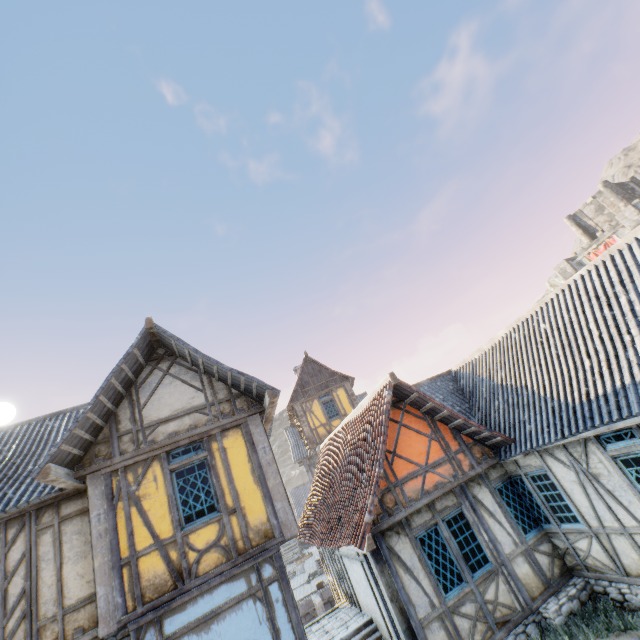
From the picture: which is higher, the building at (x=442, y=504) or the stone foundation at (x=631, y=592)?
the building at (x=442, y=504)

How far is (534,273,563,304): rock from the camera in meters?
41.5 m

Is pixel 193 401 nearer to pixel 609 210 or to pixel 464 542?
pixel 464 542

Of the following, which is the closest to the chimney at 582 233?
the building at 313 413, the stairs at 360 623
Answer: the building at 313 413

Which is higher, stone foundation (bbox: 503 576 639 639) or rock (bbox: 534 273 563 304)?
rock (bbox: 534 273 563 304)

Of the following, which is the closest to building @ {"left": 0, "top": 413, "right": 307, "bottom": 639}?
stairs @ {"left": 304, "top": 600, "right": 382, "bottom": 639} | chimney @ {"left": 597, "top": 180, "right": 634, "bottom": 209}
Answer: stairs @ {"left": 304, "top": 600, "right": 382, "bottom": 639}

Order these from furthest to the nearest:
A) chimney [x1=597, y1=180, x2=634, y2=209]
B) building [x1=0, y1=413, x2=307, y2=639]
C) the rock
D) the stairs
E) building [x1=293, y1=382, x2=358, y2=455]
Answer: the rock → chimney [x1=597, y1=180, x2=634, y2=209] → building [x1=293, y1=382, x2=358, y2=455] → the stairs → building [x1=0, y1=413, x2=307, y2=639]

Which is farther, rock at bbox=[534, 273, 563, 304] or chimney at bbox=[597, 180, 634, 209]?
rock at bbox=[534, 273, 563, 304]
